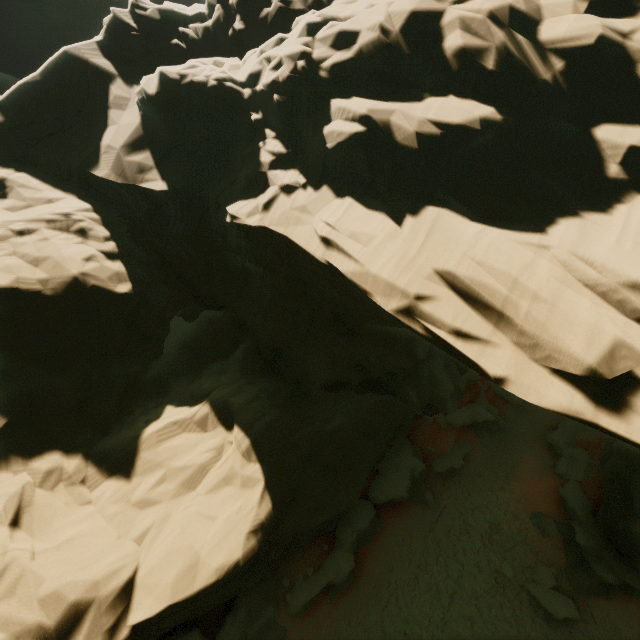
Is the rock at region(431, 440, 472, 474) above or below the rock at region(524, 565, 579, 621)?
above

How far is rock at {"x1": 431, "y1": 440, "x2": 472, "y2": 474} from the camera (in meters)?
19.86

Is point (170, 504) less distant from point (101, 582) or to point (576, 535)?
point (101, 582)

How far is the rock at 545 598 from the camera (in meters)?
13.66

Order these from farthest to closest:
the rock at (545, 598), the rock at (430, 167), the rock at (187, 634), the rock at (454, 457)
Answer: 1. the rock at (454, 457)
2. the rock at (545, 598)
3. the rock at (187, 634)
4. the rock at (430, 167)

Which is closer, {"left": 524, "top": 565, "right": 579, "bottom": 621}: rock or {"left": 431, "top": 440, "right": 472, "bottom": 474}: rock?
{"left": 524, "top": 565, "right": 579, "bottom": 621}: rock
